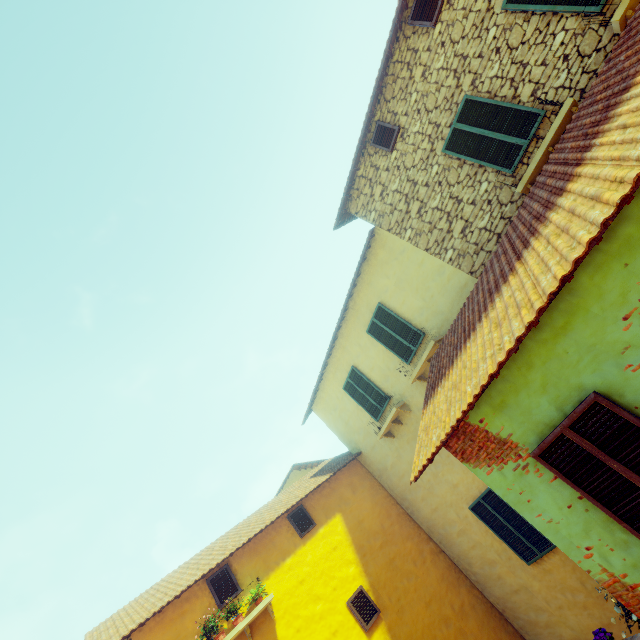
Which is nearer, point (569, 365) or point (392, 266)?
point (569, 365)

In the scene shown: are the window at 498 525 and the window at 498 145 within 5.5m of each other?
→ no

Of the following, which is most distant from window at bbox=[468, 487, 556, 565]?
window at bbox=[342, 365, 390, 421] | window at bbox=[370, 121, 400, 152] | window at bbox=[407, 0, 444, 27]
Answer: window at bbox=[407, 0, 444, 27]

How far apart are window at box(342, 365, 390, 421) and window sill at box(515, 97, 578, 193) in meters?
6.4

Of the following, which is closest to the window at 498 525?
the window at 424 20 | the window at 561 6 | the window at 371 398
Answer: the window at 371 398

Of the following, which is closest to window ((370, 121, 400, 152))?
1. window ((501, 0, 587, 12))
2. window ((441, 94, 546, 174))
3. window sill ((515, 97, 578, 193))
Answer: window ((441, 94, 546, 174))

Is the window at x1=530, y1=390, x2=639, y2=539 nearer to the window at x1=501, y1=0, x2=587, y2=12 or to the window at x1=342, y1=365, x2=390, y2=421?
the window at x1=342, y1=365, x2=390, y2=421

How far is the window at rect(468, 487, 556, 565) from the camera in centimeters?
762cm
